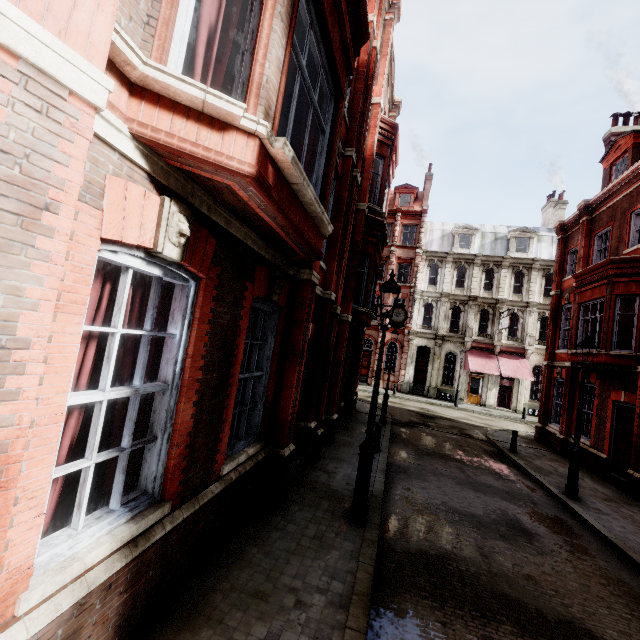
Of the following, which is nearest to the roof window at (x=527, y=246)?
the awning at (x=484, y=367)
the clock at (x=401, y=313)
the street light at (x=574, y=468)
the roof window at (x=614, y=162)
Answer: the awning at (x=484, y=367)

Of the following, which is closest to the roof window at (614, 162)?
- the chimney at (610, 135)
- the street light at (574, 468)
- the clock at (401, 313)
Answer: the chimney at (610, 135)

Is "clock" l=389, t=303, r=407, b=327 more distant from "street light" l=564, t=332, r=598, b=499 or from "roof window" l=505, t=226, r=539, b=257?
"roof window" l=505, t=226, r=539, b=257

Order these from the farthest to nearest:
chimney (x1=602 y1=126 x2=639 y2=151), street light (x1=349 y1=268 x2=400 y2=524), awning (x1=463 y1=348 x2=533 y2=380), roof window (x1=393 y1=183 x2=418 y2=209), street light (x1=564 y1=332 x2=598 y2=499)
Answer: roof window (x1=393 y1=183 x2=418 y2=209) < awning (x1=463 y1=348 x2=533 y2=380) < chimney (x1=602 y1=126 x2=639 y2=151) < street light (x1=564 y1=332 x2=598 y2=499) < street light (x1=349 y1=268 x2=400 y2=524)

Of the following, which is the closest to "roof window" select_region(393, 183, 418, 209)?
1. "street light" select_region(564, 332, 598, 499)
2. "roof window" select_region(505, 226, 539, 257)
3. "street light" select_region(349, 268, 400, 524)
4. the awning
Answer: "roof window" select_region(505, 226, 539, 257)

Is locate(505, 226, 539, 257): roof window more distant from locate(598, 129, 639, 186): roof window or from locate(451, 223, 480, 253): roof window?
locate(598, 129, 639, 186): roof window

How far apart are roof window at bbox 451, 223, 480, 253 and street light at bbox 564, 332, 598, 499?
23.6m

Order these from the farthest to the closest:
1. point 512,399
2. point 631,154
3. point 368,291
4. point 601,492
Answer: point 512,399, point 631,154, point 368,291, point 601,492
